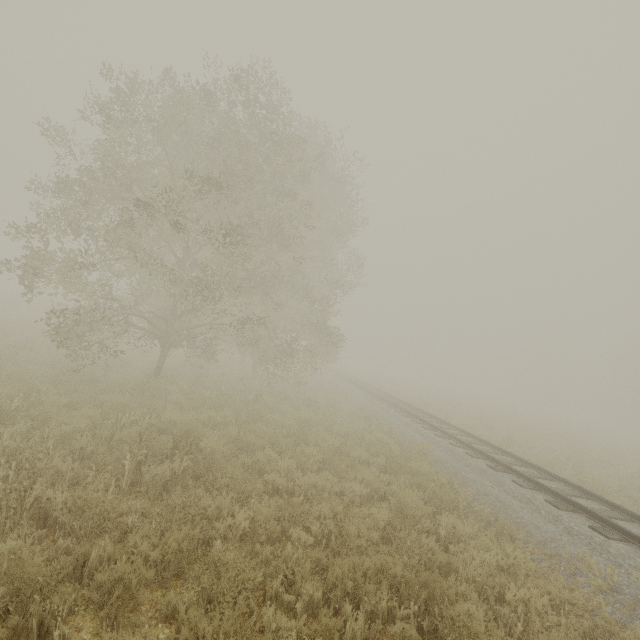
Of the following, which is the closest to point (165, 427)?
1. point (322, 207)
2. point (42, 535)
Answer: point (42, 535)
